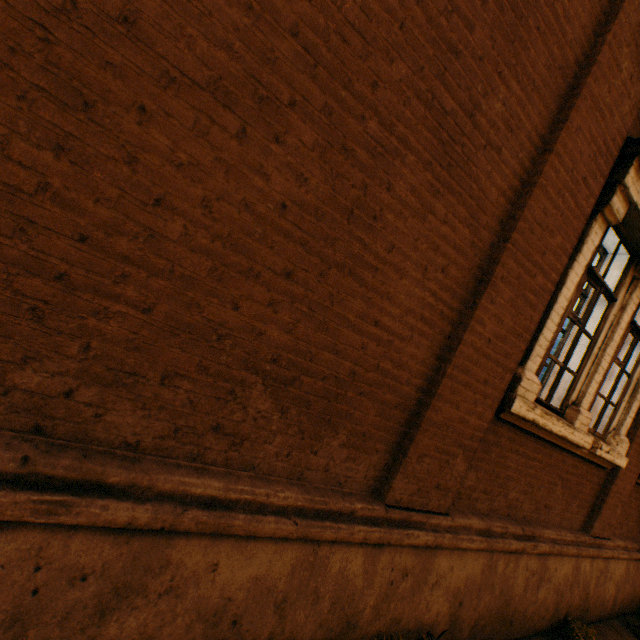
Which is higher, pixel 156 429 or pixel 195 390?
pixel 195 390
